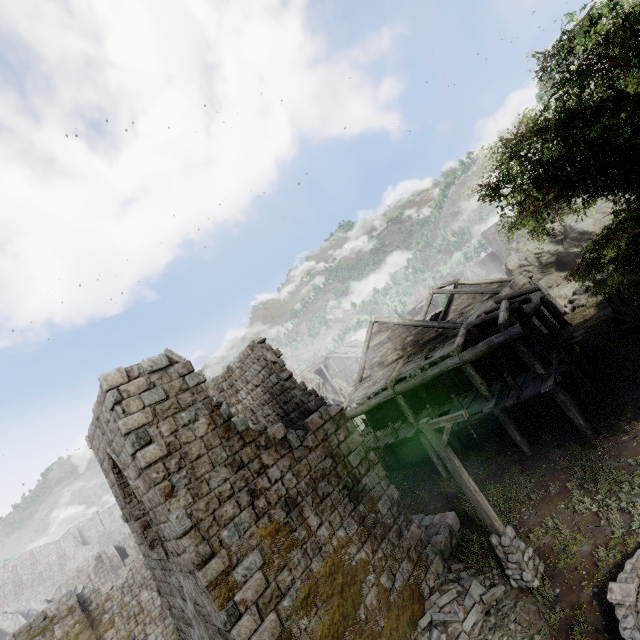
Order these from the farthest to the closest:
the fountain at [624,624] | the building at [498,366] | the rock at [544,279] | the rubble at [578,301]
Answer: → the rock at [544,279] < the rubble at [578,301] < the building at [498,366] < the fountain at [624,624]

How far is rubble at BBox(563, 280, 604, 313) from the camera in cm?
2480

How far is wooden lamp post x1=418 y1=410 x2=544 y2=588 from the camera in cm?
848

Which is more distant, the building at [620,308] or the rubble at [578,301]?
the rubble at [578,301]

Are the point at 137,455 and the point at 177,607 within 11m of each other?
yes

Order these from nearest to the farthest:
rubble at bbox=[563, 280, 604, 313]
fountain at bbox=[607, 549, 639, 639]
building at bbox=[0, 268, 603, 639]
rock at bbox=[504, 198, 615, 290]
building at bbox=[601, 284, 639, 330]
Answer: fountain at bbox=[607, 549, 639, 639] → building at bbox=[0, 268, 603, 639] → building at bbox=[601, 284, 639, 330] → rubble at bbox=[563, 280, 604, 313] → rock at bbox=[504, 198, 615, 290]

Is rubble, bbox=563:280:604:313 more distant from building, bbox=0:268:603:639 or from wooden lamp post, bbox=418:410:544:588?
wooden lamp post, bbox=418:410:544:588

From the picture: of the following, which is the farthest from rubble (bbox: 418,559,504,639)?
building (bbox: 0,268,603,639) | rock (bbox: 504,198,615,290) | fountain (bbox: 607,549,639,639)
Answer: rock (bbox: 504,198,615,290)
